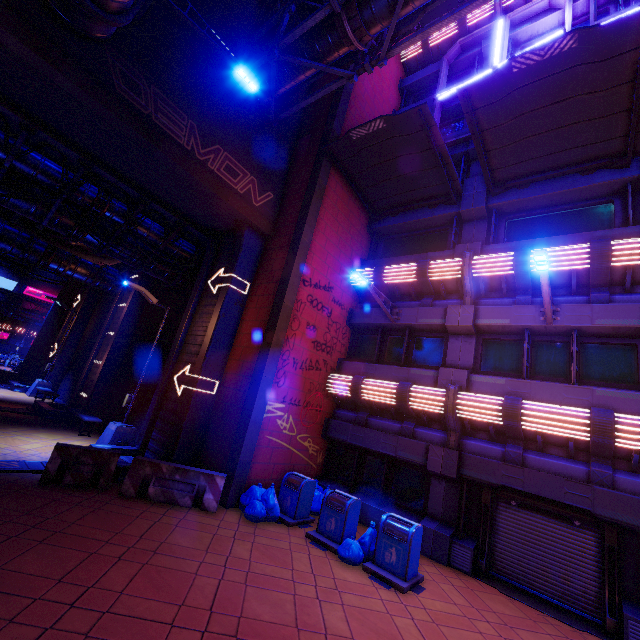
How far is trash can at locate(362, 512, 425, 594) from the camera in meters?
6.9 m

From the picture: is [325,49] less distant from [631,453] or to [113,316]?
[631,453]

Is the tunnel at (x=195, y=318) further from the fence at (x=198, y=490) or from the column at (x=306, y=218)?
the column at (x=306, y=218)

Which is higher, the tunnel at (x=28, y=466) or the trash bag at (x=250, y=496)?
the trash bag at (x=250, y=496)

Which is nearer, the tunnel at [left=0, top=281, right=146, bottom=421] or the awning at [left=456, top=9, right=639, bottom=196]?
the awning at [left=456, top=9, right=639, bottom=196]

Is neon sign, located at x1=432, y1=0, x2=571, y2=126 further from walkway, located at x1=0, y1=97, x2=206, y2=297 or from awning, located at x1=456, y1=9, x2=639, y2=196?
walkway, located at x1=0, y1=97, x2=206, y2=297

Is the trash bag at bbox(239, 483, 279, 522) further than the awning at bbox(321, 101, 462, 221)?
No

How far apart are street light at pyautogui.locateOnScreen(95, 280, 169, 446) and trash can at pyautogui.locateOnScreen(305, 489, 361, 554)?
7.3 meters
